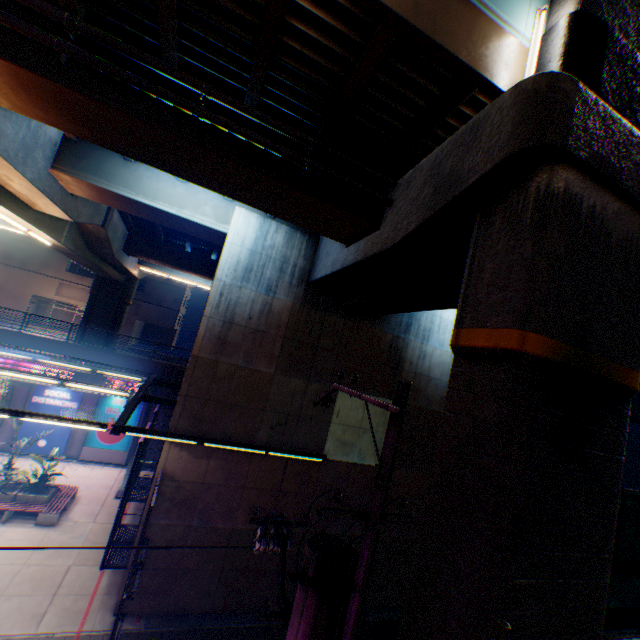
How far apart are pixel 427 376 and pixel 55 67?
16.04m

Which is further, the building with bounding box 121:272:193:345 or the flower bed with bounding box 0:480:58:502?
the building with bounding box 121:272:193:345

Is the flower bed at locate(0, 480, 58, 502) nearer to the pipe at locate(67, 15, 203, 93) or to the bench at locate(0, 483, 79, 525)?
the bench at locate(0, 483, 79, 525)

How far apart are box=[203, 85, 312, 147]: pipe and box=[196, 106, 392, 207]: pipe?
0.3 meters

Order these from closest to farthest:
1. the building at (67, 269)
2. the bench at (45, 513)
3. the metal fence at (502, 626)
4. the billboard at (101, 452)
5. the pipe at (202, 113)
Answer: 1. the metal fence at (502, 626)
2. the pipe at (202, 113)
3. the bench at (45, 513)
4. the billboard at (101, 452)
5. the building at (67, 269)

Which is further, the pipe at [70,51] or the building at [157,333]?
the building at [157,333]

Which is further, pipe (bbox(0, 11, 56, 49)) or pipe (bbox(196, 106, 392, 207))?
pipe (bbox(196, 106, 392, 207))

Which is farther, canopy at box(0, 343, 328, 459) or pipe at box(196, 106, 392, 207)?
canopy at box(0, 343, 328, 459)
